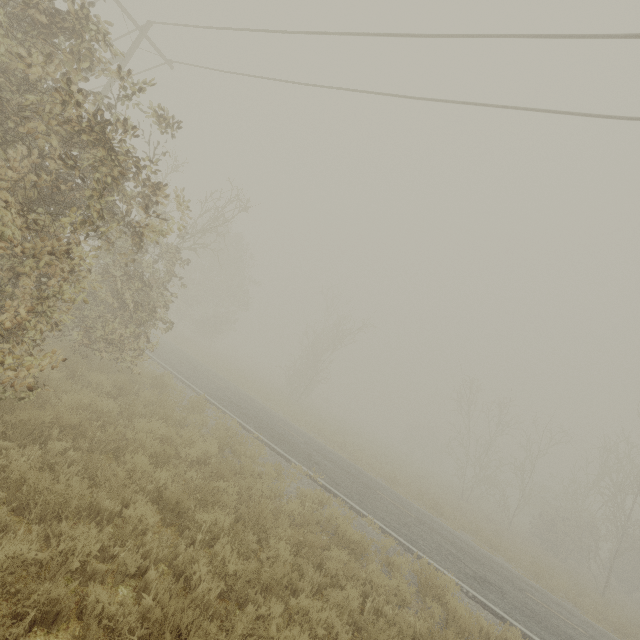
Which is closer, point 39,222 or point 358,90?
point 39,222

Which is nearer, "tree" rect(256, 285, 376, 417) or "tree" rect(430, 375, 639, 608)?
"tree" rect(430, 375, 639, 608)

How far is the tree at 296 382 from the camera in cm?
3225

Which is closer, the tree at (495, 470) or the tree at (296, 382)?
the tree at (495, 470)

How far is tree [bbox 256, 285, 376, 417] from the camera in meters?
32.2
